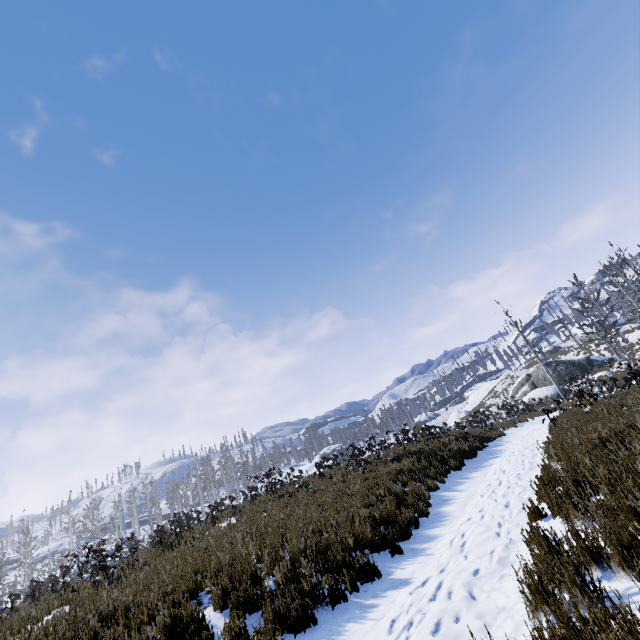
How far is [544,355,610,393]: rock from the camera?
33.12m

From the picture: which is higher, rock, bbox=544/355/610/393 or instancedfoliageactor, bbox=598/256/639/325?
instancedfoliageactor, bbox=598/256/639/325

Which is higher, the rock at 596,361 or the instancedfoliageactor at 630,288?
the instancedfoliageactor at 630,288

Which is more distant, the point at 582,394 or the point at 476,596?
the point at 582,394

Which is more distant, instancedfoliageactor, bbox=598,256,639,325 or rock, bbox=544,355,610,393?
rock, bbox=544,355,610,393

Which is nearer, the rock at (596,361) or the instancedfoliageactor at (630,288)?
the instancedfoliageactor at (630,288)
